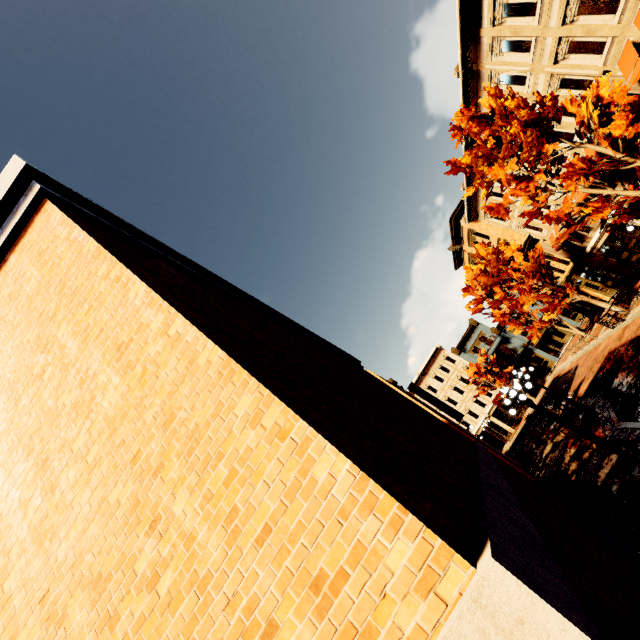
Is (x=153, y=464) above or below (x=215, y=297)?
below

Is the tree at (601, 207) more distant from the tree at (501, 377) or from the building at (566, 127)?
the tree at (501, 377)

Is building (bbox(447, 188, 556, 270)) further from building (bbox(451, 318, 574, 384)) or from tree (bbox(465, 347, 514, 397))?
tree (bbox(465, 347, 514, 397))

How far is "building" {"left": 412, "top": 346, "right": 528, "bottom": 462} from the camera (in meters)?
41.03

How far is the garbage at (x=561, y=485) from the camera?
11.3 meters

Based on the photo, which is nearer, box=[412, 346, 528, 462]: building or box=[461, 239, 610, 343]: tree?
box=[461, 239, 610, 343]: tree

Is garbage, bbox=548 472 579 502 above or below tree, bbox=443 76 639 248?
below

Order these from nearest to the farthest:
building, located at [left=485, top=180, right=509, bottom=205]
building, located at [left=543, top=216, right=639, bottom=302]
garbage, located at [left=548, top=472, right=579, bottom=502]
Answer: garbage, located at [left=548, top=472, right=579, bottom=502] → building, located at [left=543, top=216, right=639, bottom=302] → building, located at [left=485, top=180, right=509, bottom=205]
